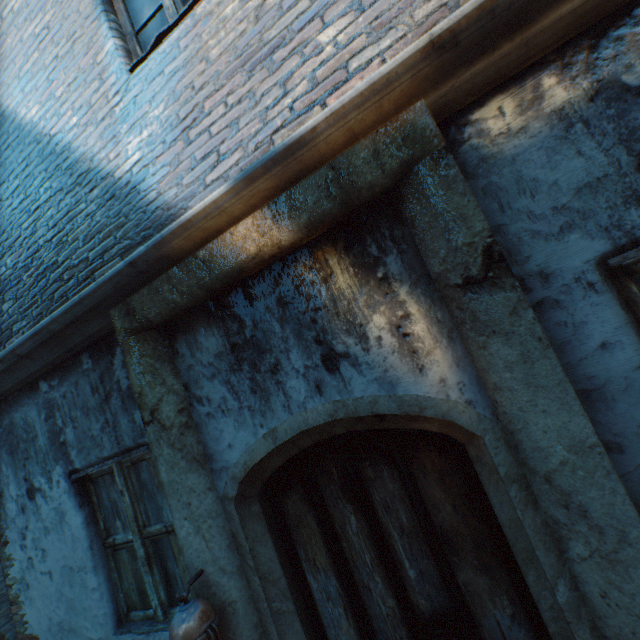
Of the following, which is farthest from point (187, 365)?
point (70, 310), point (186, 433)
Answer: point (70, 310)
